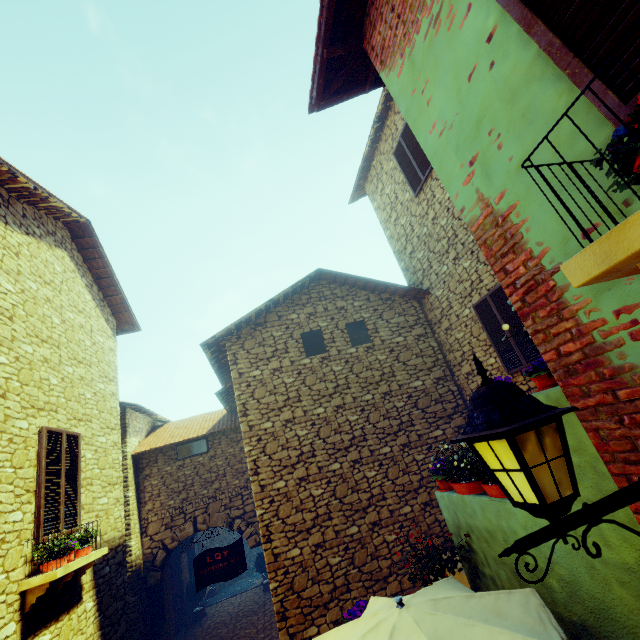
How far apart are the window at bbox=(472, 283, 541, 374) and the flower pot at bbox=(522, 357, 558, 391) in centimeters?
319cm

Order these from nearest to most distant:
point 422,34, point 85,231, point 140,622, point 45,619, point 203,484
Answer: point 422,34 → point 45,619 → point 85,231 → point 140,622 → point 203,484

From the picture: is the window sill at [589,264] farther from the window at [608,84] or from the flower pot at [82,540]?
the flower pot at [82,540]

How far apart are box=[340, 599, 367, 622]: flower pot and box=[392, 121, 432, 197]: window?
8.5 meters

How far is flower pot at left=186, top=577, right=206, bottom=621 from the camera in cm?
1227

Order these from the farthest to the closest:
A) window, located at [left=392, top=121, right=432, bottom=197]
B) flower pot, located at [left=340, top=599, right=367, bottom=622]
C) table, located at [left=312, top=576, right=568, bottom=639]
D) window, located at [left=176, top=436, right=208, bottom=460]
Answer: window, located at [left=176, top=436, right=208, bottom=460]
window, located at [left=392, top=121, right=432, bottom=197]
flower pot, located at [left=340, top=599, right=367, bottom=622]
table, located at [left=312, top=576, right=568, bottom=639]

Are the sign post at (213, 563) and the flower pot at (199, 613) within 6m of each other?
no

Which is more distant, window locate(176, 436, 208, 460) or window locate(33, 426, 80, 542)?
window locate(176, 436, 208, 460)
